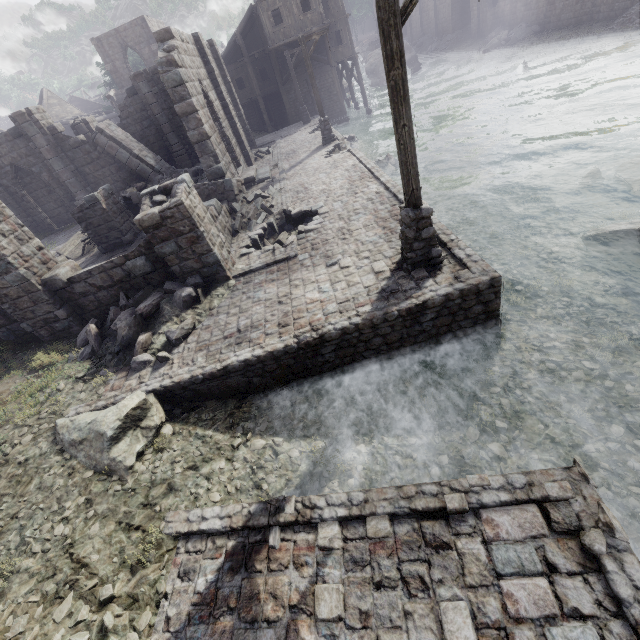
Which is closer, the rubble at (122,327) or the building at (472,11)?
the rubble at (122,327)

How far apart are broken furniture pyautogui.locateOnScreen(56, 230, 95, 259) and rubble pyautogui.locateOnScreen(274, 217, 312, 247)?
9.82m

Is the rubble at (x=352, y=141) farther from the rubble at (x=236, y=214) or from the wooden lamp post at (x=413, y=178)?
the wooden lamp post at (x=413, y=178)

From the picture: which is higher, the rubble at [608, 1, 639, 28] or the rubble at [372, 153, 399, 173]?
the rubble at [608, 1, 639, 28]

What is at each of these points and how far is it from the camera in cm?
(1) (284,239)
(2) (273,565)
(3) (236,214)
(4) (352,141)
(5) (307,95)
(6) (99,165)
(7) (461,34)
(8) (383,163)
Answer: (1) rubble, 1114
(2) building base, 410
(3) rubble, 1238
(4) rubble, 2306
(5) building, 3005
(6) building, 1950
(7) rubble, 4031
(8) rubble, 1706

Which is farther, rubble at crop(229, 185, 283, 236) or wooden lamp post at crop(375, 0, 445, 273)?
rubble at crop(229, 185, 283, 236)

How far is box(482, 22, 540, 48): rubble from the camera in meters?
30.6

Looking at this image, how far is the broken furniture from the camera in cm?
1405
